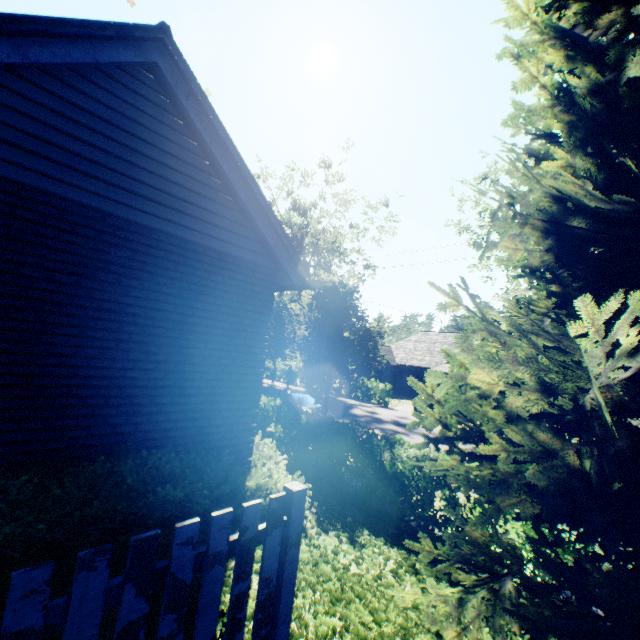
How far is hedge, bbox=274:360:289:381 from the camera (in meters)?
33.84

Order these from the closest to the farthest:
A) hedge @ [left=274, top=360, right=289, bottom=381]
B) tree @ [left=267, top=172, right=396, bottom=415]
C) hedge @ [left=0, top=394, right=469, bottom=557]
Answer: hedge @ [left=0, top=394, right=469, bottom=557] < tree @ [left=267, top=172, right=396, bottom=415] < hedge @ [left=274, top=360, right=289, bottom=381]

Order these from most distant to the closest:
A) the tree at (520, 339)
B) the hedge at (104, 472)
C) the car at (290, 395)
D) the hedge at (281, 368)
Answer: the hedge at (281, 368) → the car at (290, 395) → the hedge at (104, 472) → the tree at (520, 339)

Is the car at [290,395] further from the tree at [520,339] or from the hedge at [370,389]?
the hedge at [370,389]

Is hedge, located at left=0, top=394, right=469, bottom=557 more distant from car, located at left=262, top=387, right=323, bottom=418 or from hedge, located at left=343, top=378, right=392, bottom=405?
hedge, located at left=343, top=378, right=392, bottom=405

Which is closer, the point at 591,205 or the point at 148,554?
the point at 148,554

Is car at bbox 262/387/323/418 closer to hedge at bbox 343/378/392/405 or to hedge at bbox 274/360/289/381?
hedge at bbox 274/360/289/381

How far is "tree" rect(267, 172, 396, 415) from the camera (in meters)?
12.41
